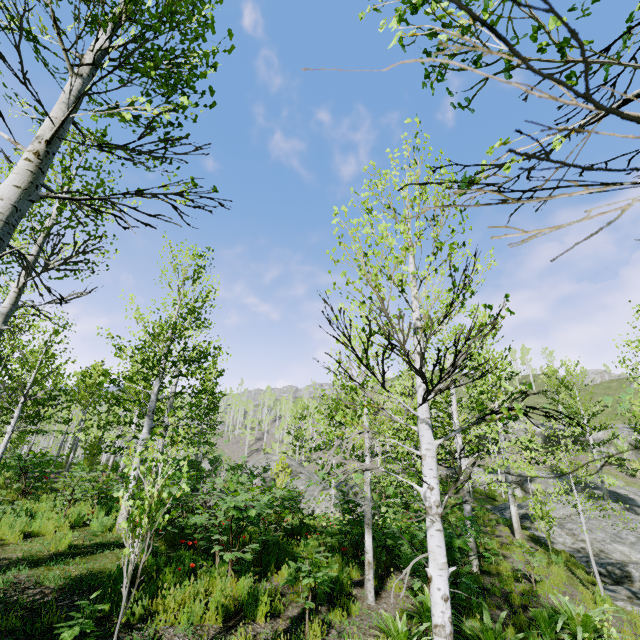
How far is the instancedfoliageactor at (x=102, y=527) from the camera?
7.4m

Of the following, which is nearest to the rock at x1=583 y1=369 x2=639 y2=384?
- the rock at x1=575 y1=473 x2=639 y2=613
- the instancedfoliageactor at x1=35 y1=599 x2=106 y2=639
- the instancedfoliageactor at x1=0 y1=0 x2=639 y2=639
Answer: the rock at x1=575 y1=473 x2=639 y2=613

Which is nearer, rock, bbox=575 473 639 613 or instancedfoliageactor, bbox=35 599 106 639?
instancedfoliageactor, bbox=35 599 106 639

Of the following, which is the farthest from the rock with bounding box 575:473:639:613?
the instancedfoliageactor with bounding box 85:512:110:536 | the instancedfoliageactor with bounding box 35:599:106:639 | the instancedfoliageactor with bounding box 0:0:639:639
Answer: the instancedfoliageactor with bounding box 85:512:110:536

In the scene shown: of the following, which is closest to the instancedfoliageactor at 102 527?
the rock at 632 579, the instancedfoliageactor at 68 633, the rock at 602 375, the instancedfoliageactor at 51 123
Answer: the instancedfoliageactor at 51 123

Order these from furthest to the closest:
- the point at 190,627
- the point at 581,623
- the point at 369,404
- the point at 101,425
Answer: the point at 101,425, the point at 581,623, the point at 190,627, the point at 369,404

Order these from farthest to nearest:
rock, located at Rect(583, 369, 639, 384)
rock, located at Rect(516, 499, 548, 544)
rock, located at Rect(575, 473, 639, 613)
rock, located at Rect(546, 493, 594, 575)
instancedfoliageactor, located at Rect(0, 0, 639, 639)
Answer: rock, located at Rect(583, 369, 639, 384)
rock, located at Rect(516, 499, 548, 544)
rock, located at Rect(546, 493, 594, 575)
rock, located at Rect(575, 473, 639, 613)
instancedfoliageactor, located at Rect(0, 0, 639, 639)

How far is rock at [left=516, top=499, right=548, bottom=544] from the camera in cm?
1642
